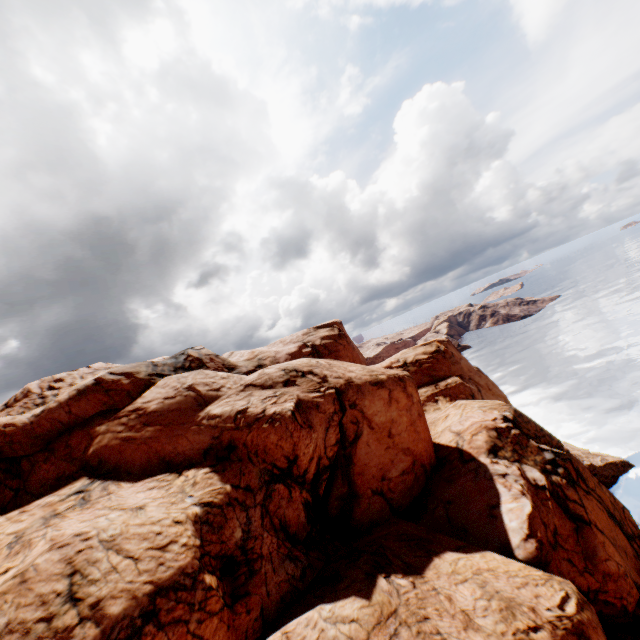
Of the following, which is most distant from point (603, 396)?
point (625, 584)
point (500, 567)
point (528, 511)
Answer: point (500, 567)
